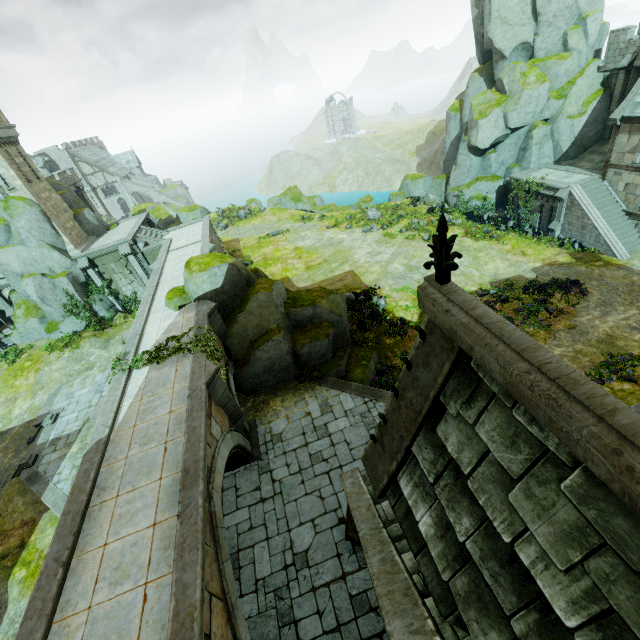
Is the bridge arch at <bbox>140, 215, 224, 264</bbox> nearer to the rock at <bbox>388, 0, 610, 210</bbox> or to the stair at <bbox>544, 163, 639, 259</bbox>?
the rock at <bbox>388, 0, 610, 210</bbox>

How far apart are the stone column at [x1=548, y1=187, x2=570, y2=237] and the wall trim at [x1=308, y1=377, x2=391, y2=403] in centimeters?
1907cm

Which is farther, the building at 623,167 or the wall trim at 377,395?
the building at 623,167

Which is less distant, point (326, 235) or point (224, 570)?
point (224, 570)

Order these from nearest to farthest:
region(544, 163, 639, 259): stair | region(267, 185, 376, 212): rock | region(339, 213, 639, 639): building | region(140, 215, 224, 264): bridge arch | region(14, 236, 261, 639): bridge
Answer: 1. region(339, 213, 639, 639): building
2. region(14, 236, 261, 639): bridge
3. region(544, 163, 639, 259): stair
4. region(140, 215, 224, 264): bridge arch
5. region(267, 185, 376, 212): rock

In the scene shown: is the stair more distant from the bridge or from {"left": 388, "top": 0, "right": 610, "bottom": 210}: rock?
the bridge

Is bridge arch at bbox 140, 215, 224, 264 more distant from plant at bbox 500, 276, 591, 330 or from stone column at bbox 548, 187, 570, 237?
stone column at bbox 548, 187, 570, 237

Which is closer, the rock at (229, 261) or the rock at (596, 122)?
the rock at (229, 261)
